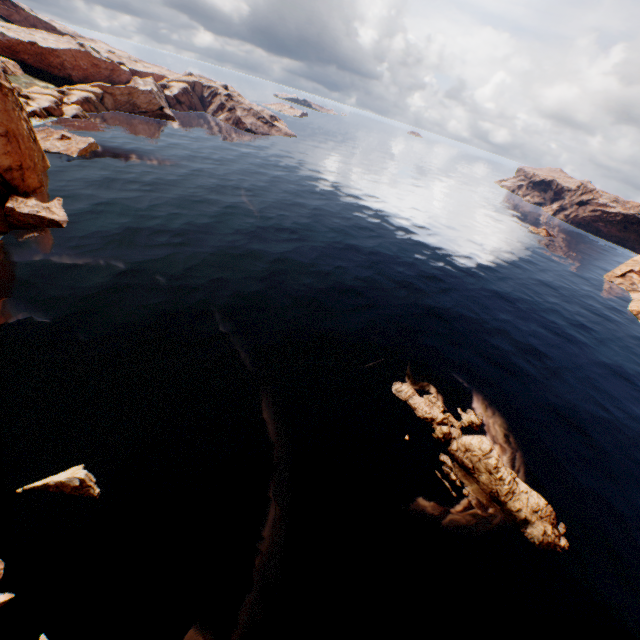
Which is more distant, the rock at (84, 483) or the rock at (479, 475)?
the rock at (479, 475)

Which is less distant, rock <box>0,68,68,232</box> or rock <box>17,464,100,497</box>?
rock <box>17,464,100,497</box>

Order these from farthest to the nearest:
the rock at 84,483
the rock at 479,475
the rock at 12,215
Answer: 1. the rock at 12,215
2. the rock at 479,475
3. the rock at 84,483

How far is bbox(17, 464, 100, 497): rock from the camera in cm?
1947

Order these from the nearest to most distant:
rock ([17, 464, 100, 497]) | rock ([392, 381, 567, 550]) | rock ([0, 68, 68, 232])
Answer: rock ([17, 464, 100, 497])
rock ([392, 381, 567, 550])
rock ([0, 68, 68, 232])

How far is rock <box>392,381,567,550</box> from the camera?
24.83m

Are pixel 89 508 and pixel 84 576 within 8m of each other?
yes
